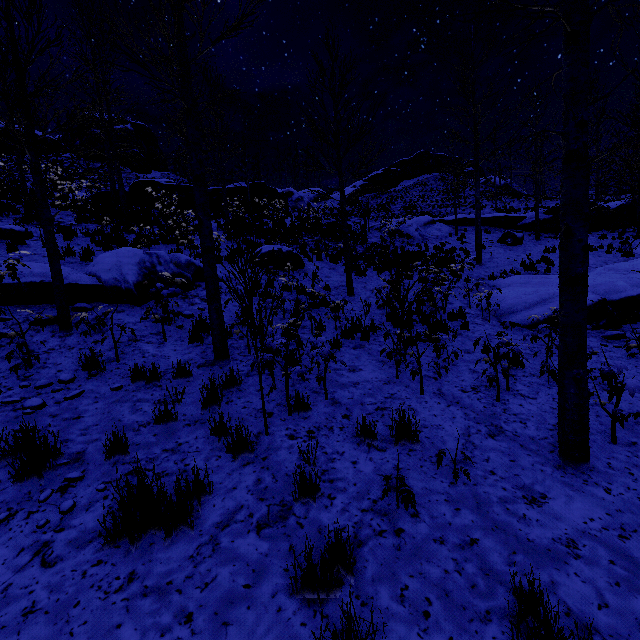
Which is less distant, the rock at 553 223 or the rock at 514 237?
the rock at 514 237

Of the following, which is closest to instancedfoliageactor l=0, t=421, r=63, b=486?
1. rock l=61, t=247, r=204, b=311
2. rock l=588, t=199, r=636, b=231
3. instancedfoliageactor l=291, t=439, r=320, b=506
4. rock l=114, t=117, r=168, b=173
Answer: instancedfoliageactor l=291, t=439, r=320, b=506

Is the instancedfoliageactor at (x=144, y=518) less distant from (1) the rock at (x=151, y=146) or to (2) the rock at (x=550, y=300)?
(2) the rock at (x=550, y=300)

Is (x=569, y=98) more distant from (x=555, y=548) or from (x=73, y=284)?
(x=73, y=284)

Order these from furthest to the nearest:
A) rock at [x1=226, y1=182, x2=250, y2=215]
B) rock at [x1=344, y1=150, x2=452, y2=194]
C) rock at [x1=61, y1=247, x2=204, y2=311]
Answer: rock at [x1=344, y1=150, x2=452, y2=194], rock at [x1=226, y1=182, x2=250, y2=215], rock at [x1=61, y1=247, x2=204, y2=311]

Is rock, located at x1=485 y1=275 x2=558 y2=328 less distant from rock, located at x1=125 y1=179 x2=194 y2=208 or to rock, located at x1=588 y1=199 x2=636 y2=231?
rock, located at x1=588 y1=199 x2=636 y2=231

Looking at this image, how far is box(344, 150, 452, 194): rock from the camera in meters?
45.5
